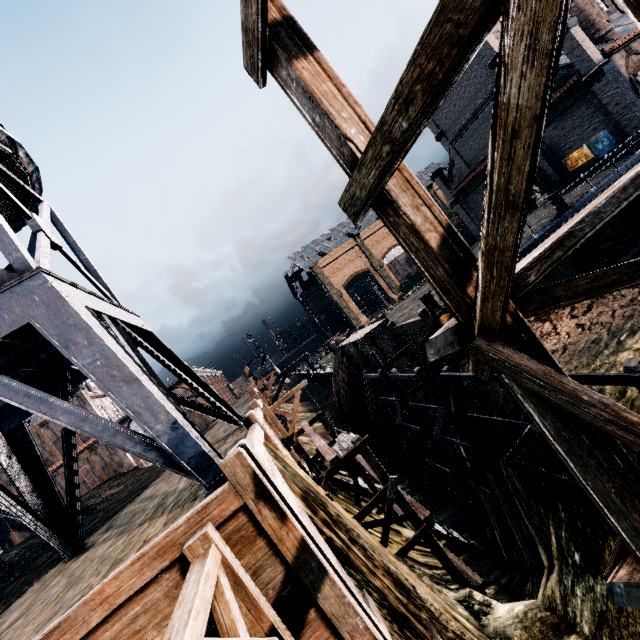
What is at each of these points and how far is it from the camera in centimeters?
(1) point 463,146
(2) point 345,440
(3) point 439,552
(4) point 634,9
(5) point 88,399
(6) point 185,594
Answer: (1) building, 3788cm
(2) wood pile, 1573cm
(3) wooden scaffolding, 1176cm
(4) wooden scaffolding, 179cm
(5) building, 4672cm
(6) pulley, 365cm

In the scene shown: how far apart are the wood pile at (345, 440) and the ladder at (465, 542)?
5.44m

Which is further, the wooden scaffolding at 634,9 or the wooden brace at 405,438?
the wooden brace at 405,438

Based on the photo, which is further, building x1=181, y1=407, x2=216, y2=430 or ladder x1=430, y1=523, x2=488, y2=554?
building x1=181, y1=407, x2=216, y2=430

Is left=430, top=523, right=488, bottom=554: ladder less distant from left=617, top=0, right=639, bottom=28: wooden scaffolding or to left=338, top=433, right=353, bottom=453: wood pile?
left=338, top=433, right=353, bottom=453: wood pile

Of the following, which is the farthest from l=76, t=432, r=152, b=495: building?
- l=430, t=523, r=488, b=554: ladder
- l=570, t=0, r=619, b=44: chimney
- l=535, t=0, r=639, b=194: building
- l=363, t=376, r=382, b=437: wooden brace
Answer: l=570, t=0, r=619, b=44: chimney

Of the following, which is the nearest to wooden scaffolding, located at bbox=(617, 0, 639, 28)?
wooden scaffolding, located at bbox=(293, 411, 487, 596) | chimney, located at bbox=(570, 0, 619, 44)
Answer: wooden scaffolding, located at bbox=(293, 411, 487, 596)

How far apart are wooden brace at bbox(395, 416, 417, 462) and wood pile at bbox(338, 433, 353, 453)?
11.68m
